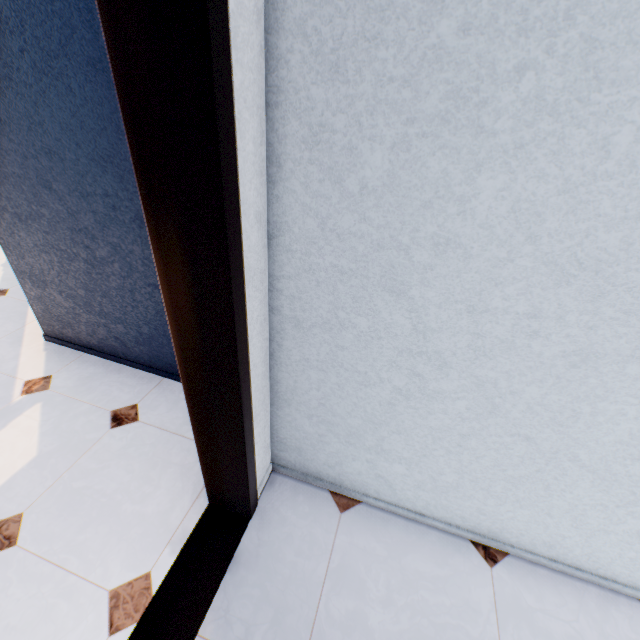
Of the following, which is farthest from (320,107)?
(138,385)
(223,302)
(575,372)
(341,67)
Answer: (138,385)
